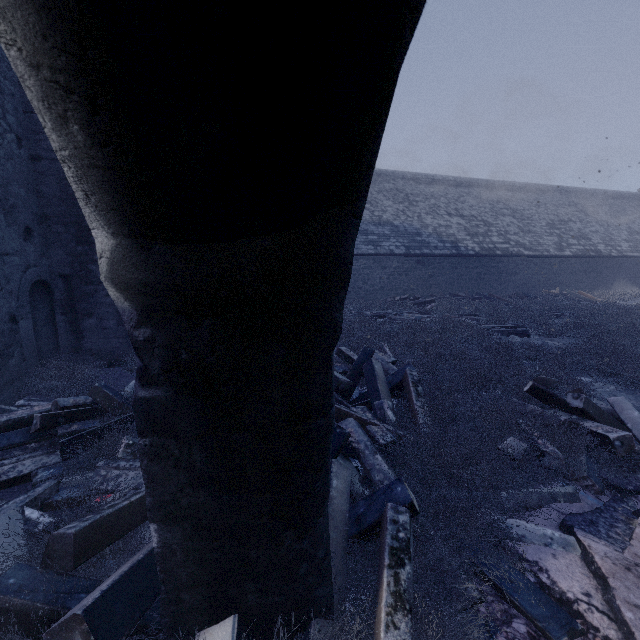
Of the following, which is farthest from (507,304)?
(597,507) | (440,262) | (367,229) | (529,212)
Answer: (597,507)

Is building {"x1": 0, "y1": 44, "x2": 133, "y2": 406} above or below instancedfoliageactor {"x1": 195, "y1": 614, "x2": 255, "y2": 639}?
above

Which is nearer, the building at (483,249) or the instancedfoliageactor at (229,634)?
the instancedfoliageactor at (229,634)

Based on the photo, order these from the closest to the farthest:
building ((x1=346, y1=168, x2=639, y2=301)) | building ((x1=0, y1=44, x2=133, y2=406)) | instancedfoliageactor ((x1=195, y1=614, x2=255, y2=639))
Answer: instancedfoliageactor ((x1=195, y1=614, x2=255, y2=639))
building ((x1=0, y1=44, x2=133, y2=406))
building ((x1=346, y1=168, x2=639, y2=301))

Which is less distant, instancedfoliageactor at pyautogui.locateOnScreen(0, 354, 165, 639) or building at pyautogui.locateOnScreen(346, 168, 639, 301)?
instancedfoliageactor at pyautogui.locateOnScreen(0, 354, 165, 639)

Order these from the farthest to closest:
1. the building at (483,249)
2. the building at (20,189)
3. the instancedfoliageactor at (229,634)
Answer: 1. the building at (483,249)
2. the building at (20,189)
3. the instancedfoliageactor at (229,634)
